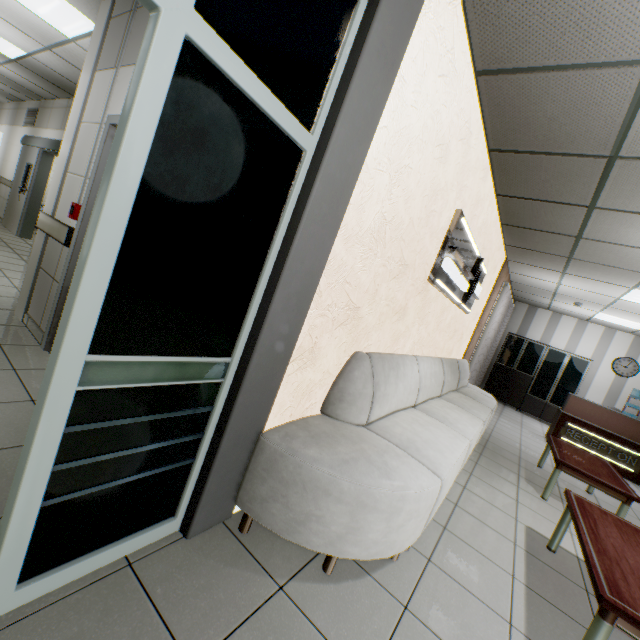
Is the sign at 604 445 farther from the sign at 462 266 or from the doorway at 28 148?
the doorway at 28 148

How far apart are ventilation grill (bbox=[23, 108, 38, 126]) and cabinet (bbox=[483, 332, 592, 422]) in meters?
14.4

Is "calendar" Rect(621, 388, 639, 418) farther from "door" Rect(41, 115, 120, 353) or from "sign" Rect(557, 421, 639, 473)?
"door" Rect(41, 115, 120, 353)

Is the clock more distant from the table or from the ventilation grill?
the ventilation grill

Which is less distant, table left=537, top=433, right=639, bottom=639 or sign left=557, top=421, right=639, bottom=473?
table left=537, top=433, right=639, bottom=639

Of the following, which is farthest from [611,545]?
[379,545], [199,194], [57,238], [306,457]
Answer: [57,238]

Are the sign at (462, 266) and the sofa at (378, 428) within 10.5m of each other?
yes

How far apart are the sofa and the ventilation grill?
10.7 meters
